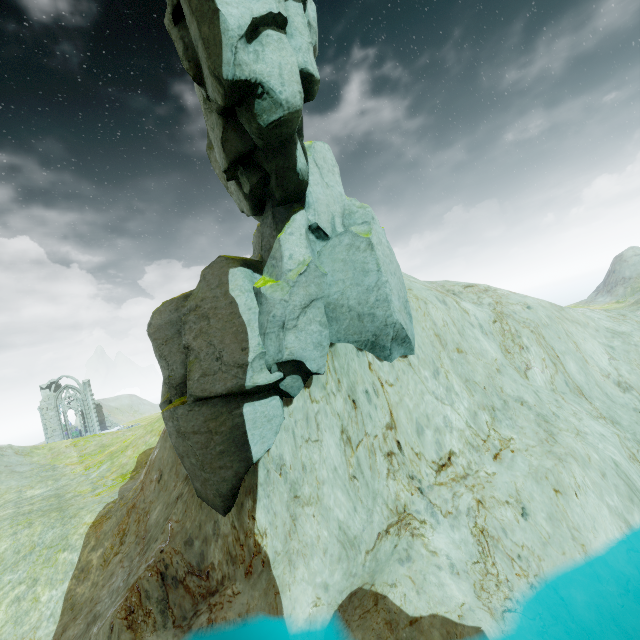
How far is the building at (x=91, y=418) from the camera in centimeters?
5038cm

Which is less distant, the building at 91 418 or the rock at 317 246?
the rock at 317 246

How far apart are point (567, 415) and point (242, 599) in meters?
15.2

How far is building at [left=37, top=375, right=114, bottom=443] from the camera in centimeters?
5038cm

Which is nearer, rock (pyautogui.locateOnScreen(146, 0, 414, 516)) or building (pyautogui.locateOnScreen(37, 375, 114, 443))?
rock (pyautogui.locateOnScreen(146, 0, 414, 516))
